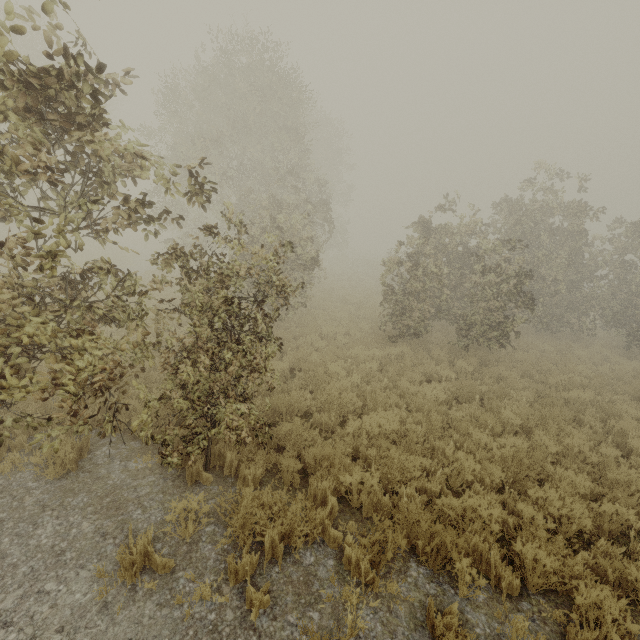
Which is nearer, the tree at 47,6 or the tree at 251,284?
the tree at 47,6

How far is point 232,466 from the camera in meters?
5.2 m

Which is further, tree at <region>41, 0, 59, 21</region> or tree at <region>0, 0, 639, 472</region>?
tree at <region>0, 0, 639, 472</region>

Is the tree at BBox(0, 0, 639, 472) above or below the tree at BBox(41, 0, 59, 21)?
below

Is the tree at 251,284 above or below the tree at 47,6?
below
